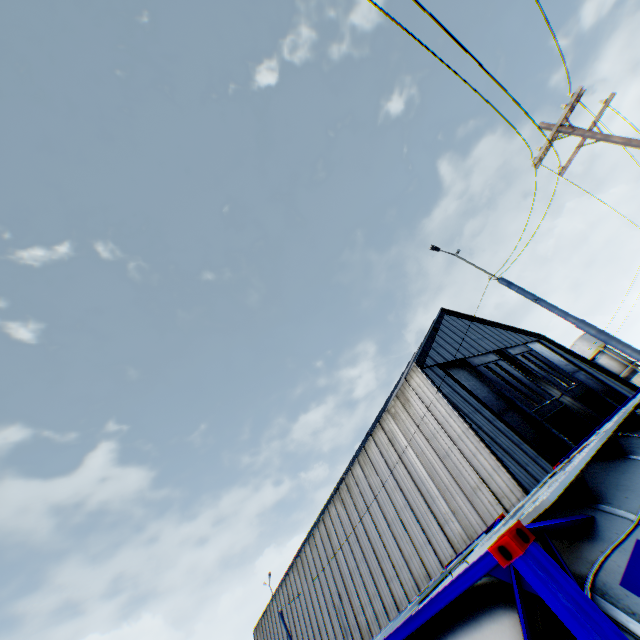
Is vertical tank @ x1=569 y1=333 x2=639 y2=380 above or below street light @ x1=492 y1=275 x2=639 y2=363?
above

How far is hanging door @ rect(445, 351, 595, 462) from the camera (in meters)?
19.69

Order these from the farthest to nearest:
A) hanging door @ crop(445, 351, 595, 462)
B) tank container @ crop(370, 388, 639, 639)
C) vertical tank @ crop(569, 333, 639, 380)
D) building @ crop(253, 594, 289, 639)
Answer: vertical tank @ crop(569, 333, 639, 380) < building @ crop(253, 594, 289, 639) < hanging door @ crop(445, 351, 595, 462) < tank container @ crop(370, 388, 639, 639)

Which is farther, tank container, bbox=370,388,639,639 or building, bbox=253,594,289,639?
building, bbox=253,594,289,639

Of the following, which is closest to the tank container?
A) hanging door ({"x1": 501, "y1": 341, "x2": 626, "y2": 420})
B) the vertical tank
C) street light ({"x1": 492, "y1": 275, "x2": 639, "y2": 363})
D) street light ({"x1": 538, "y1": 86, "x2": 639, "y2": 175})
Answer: street light ({"x1": 492, "y1": 275, "x2": 639, "y2": 363})

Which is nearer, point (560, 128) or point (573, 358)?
point (560, 128)

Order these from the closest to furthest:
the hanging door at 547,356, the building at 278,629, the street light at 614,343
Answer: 1. the street light at 614,343
2. the hanging door at 547,356
3. the building at 278,629

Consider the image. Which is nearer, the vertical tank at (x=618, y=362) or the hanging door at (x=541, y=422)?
the hanging door at (x=541, y=422)
